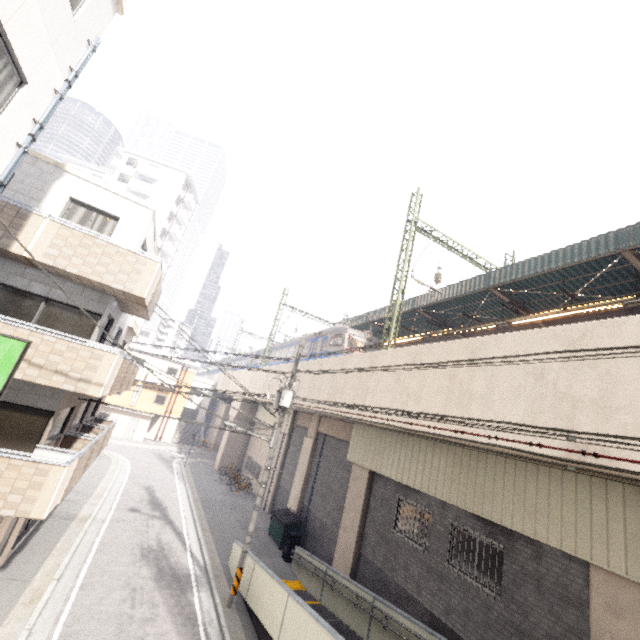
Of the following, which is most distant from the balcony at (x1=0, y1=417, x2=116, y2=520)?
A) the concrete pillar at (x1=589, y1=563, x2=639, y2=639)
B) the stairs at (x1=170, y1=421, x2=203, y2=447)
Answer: the stairs at (x1=170, y1=421, x2=203, y2=447)

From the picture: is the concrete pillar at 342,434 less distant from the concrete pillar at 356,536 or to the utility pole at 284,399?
the concrete pillar at 356,536

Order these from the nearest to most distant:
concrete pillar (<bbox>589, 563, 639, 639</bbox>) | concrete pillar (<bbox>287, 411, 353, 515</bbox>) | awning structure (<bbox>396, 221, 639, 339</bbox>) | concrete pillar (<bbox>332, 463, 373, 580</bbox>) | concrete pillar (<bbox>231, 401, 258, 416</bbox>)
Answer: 1. concrete pillar (<bbox>589, 563, 639, 639</bbox>)
2. awning structure (<bbox>396, 221, 639, 339</bbox>)
3. concrete pillar (<bbox>332, 463, 373, 580</bbox>)
4. concrete pillar (<bbox>287, 411, 353, 515</bbox>)
5. concrete pillar (<bbox>231, 401, 258, 416</bbox>)

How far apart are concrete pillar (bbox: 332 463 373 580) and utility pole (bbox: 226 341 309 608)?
4.2 meters

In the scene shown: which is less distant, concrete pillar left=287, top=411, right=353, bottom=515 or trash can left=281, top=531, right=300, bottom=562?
trash can left=281, top=531, right=300, bottom=562

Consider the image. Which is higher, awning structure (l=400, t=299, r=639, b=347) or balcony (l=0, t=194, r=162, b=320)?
awning structure (l=400, t=299, r=639, b=347)

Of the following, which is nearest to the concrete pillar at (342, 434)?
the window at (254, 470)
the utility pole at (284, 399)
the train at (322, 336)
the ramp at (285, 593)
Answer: the train at (322, 336)

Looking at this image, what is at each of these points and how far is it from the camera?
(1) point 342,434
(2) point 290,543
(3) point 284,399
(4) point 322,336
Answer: (1) concrete pillar, 17.5m
(2) trash can, 15.5m
(3) utility pole, 12.5m
(4) train, 22.4m
